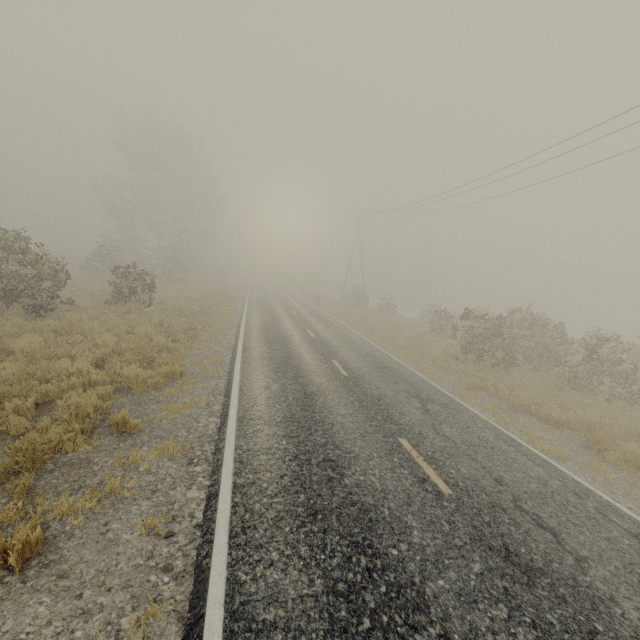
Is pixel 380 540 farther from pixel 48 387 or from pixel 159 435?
pixel 48 387
